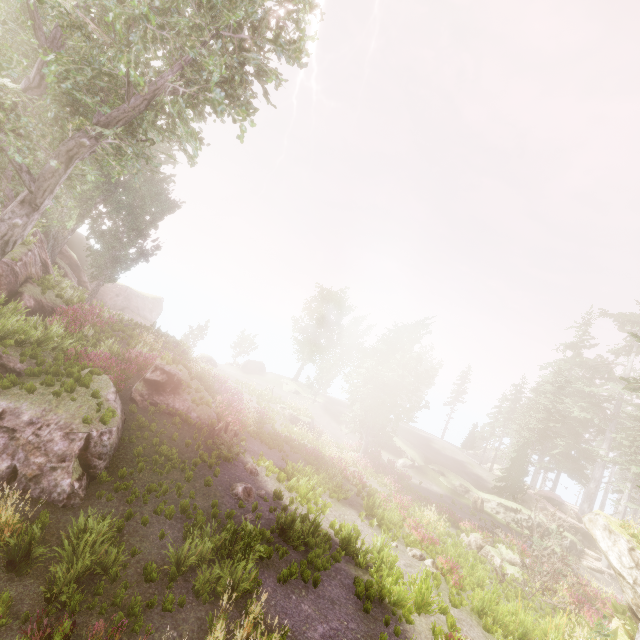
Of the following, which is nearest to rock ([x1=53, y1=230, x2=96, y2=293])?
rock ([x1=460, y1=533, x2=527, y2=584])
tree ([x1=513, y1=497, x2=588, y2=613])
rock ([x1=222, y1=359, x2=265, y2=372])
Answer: rock ([x1=222, y1=359, x2=265, y2=372])

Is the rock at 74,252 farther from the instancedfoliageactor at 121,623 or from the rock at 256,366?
the rock at 256,366

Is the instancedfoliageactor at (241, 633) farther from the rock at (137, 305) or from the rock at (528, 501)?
the rock at (137, 305)

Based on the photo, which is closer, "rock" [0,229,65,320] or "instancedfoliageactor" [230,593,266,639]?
"instancedfoliageactor" [230,593,266,639]

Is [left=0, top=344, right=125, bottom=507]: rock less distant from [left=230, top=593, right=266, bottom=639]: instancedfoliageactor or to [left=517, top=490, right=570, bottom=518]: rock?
[left=230, top=593, right=266, bottom=639]: instancedfoliageactor

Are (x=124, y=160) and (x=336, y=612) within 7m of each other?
no

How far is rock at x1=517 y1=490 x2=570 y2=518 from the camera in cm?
2939

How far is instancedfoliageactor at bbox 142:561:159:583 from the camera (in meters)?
7.25
